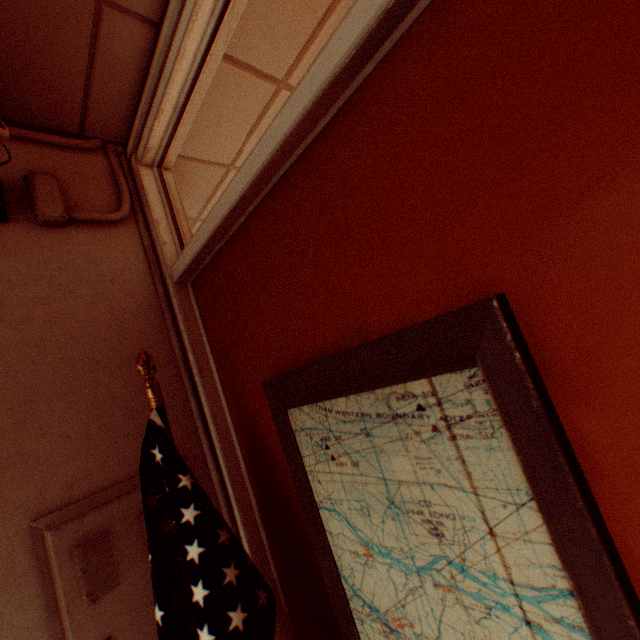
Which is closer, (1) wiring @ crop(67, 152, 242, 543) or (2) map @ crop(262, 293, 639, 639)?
(2) map @ crop(262, 293, 639, 639)

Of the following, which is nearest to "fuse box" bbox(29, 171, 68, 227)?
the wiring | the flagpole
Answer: the wiring

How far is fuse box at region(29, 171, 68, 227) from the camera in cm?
114

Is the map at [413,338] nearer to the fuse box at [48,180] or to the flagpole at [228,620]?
the flagpole at [228,620]

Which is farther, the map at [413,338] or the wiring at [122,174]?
the wiring at [122,174]

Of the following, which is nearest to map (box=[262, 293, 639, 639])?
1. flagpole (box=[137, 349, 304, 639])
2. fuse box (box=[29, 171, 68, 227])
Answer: flagpole (box=[137, 349, 304, 639])

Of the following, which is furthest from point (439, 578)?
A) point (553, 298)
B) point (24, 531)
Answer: point (24, 531)

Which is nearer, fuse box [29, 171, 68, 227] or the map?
the map
